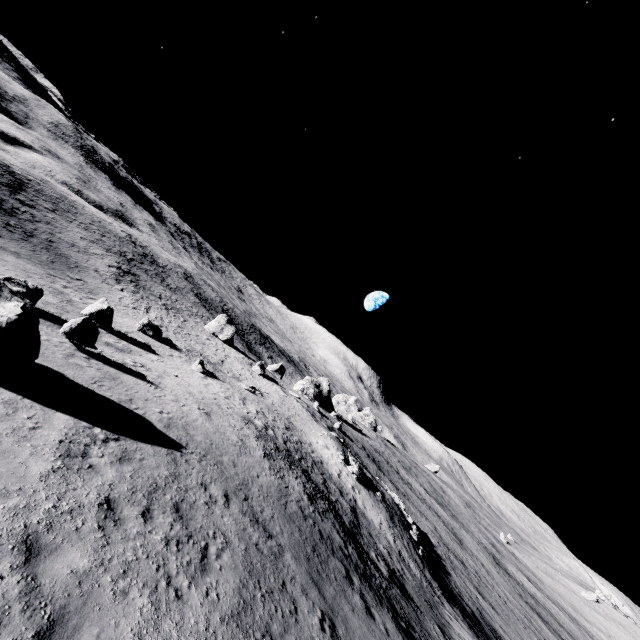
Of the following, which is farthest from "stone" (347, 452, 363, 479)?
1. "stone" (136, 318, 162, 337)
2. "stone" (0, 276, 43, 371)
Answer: "stone" (0, 276, 43, 371)

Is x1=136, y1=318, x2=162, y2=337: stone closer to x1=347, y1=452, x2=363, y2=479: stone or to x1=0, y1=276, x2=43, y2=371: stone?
x1=0, y1=276, x2=43, y2=371: stone

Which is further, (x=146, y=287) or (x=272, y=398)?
(x=146, y=287)

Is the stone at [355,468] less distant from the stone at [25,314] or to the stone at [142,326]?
the stone at [142,326]

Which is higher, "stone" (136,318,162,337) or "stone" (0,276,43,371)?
"stone" (0,276,43,371)

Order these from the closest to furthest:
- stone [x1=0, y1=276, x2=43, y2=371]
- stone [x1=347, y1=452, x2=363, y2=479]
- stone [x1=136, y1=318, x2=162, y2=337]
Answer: stone [x1=0, y1=276, x2=43, y2=371], stone [x1=347, y1=452, x2=363, y2=479], stone [x1=136, y1=318, x2=162, y2=337]

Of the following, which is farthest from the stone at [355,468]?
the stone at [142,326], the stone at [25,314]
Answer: the stone at [25,314]

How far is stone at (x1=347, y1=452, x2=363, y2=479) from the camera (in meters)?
32.43
